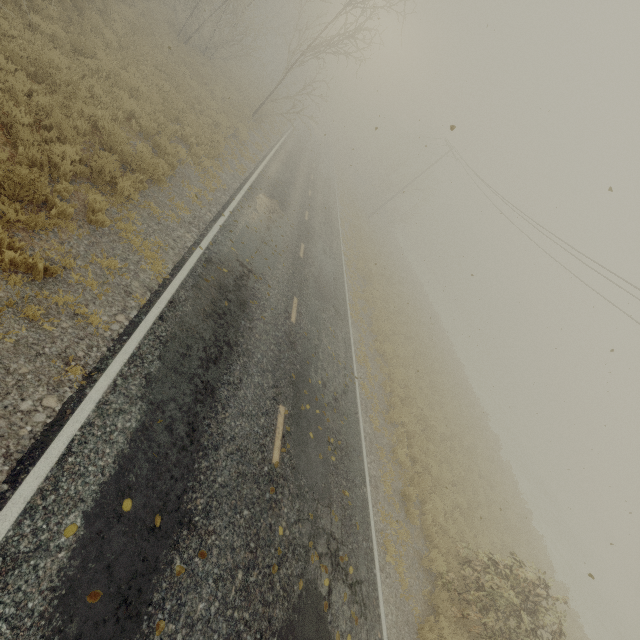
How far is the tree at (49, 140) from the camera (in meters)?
6.75

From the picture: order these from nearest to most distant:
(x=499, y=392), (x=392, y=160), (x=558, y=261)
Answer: (x=558, y=261) < (x=392, y=160) < (x=499, y=392)

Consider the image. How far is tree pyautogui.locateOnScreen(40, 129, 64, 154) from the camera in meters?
6.8

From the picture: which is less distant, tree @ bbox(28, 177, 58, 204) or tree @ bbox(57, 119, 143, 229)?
tree @ bbox(28, 177, 58, 204)

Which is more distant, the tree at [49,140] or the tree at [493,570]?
the tree at [493,570]
